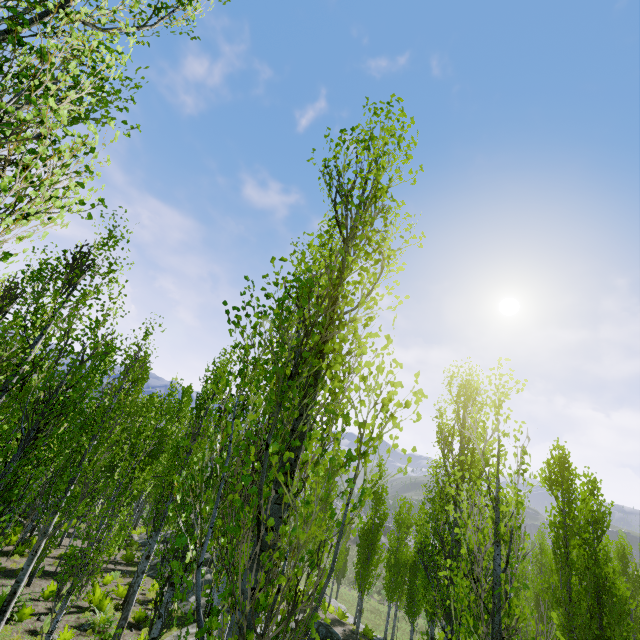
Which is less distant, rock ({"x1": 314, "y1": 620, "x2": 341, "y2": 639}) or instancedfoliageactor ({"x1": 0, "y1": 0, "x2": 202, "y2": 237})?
instancedfoliageactor ({"x1": 0, "y1": 0, "x2": 202, "y2": 237})

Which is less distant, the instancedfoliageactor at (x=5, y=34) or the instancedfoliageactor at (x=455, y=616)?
the instancedfoliageactor at (x=5, y=34)

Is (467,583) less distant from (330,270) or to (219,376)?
(330,270)

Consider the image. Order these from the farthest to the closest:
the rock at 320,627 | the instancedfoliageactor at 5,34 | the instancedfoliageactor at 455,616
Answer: the rock at 320,627
the instancedfoliageactor at 455,616
the instancedfoliageactor at 5,34

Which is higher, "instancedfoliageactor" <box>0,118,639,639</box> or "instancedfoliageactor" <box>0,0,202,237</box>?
"instancedfoliageactor" <box>0,0,202,237</box>

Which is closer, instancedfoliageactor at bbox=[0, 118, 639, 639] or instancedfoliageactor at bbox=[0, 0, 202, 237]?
instancedfoliageactor at bbox=[0, 0, 202, 237]

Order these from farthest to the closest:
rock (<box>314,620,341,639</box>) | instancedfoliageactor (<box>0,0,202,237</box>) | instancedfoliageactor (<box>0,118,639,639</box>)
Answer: rock (<box>314,620,341,639</box>) → instancedfoliageactor (<box>0,118,639,639</box>) → instancedfoliageactor (<box>0,0,202,237</box>)
